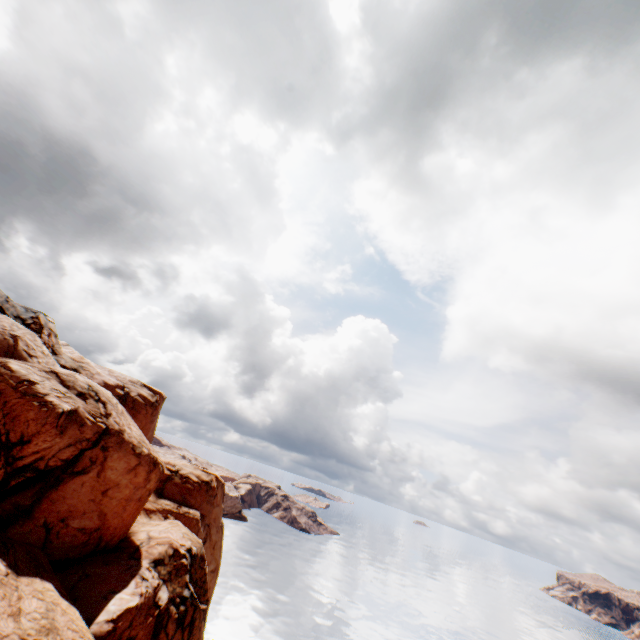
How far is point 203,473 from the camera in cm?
5091
